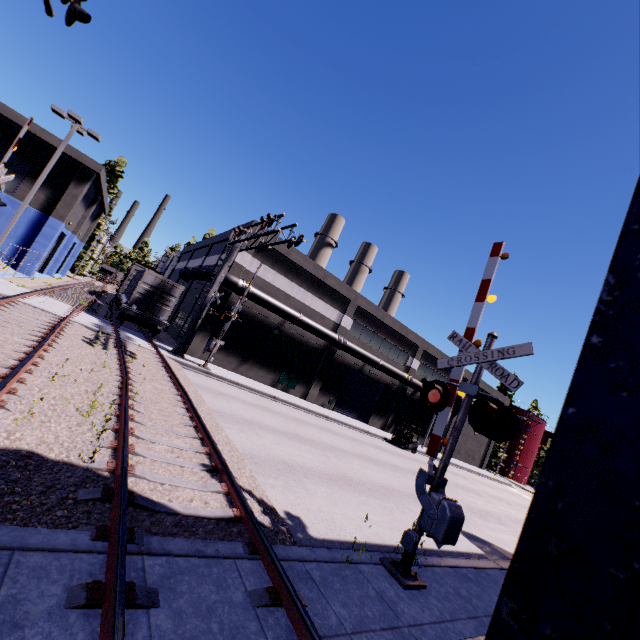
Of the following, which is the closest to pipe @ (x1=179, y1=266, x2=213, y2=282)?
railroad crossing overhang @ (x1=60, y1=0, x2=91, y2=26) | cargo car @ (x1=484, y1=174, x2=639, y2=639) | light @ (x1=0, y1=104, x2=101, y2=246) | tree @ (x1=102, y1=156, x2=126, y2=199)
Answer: cargo car @ (x1=484, y1=174, x2=639, y2=639)

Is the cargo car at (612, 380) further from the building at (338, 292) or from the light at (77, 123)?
the light at (77, 123)

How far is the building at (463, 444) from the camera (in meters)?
42.34

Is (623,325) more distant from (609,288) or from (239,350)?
(239,350)

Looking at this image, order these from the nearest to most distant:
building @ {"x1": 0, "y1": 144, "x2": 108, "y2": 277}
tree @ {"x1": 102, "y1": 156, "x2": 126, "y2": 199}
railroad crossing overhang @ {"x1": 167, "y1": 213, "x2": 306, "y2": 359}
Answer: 1. railroad crossing overhang @ {"x1": 167, "y1": 213, "x2": 306, "y2": 359}
2. building @ {"x1": 0, "y1": 144, "x2": 108, "y2": 277}
3. tree @ {"x1": 102, "y1": 156, "x2": 126, "y2": 199}

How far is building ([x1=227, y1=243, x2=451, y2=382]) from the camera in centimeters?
2497cm

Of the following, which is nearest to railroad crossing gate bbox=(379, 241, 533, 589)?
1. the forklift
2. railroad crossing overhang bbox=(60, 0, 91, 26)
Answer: railroad crossing overhang bbox=(60, 0, 91, 26)

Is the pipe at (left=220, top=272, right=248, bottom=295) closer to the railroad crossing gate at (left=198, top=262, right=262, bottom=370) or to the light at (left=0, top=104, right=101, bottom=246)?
the railroad crossing gate at (left=198, top=262, right=262, bottom=370)
